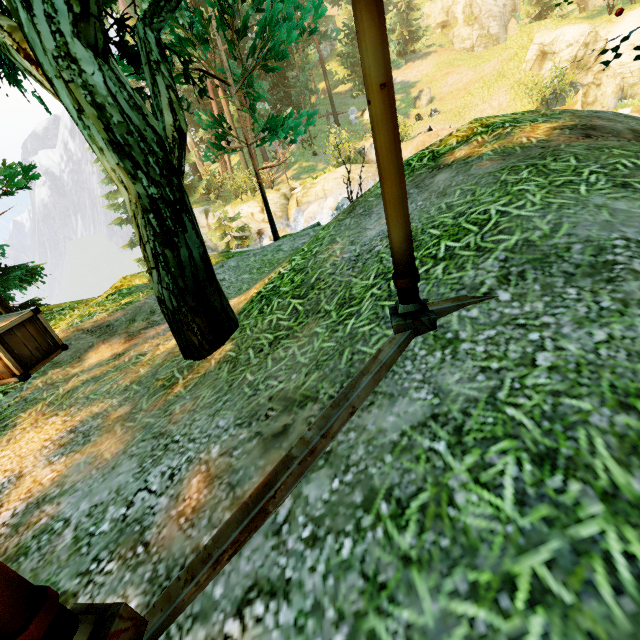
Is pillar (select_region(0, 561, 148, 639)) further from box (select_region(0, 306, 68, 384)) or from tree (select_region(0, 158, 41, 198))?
box (select_region(0, 306, 68, 384))

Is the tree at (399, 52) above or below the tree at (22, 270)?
above

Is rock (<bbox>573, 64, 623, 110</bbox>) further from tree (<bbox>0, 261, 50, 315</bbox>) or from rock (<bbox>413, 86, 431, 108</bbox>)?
rock (<bbox>413, 86, 431, 108</bbox>)

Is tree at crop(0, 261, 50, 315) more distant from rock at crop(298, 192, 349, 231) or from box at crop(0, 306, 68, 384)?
rock at crop(298, 192, 349, 231)

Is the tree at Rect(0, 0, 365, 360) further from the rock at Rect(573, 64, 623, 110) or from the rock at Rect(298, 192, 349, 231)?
the rock at Rect(573, 64, 623, 110)

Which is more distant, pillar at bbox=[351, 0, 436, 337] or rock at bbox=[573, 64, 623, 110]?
rock at bbox=[573, 64, 623, 110]

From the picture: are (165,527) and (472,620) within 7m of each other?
yes

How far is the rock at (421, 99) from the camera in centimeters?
2880cm
